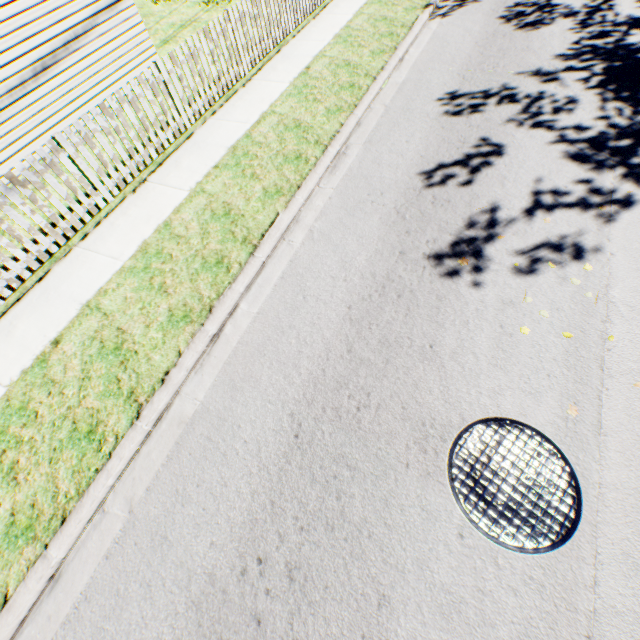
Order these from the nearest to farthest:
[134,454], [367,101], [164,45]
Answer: [134,454], [367,101], [164,45]
